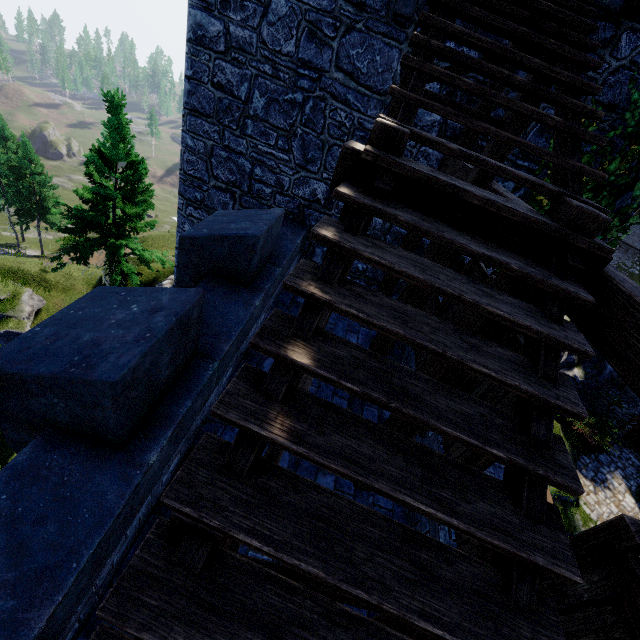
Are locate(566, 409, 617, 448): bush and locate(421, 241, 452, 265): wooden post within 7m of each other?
no

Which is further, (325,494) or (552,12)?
(552,12)

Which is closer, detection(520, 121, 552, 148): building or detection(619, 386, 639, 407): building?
detection(520, 121, 552, 148): building

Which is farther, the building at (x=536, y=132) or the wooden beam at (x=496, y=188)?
the building at (x=536, y=132)

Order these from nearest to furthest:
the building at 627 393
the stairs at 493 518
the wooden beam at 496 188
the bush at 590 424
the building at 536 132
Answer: the stairs at 493 518 < the wooden beam at 496 188 < the building at 536 132 < the bush at 590 424 < the building at 627 393

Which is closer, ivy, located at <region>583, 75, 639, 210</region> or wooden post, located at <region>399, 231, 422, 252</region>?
A: ivy, located at <region>583, 75, 639, 210</region>

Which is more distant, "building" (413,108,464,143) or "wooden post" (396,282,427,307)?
"building" (413,108,464,143)

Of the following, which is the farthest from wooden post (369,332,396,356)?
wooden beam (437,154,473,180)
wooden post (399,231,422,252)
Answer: wooden post (399,231,422,252)
